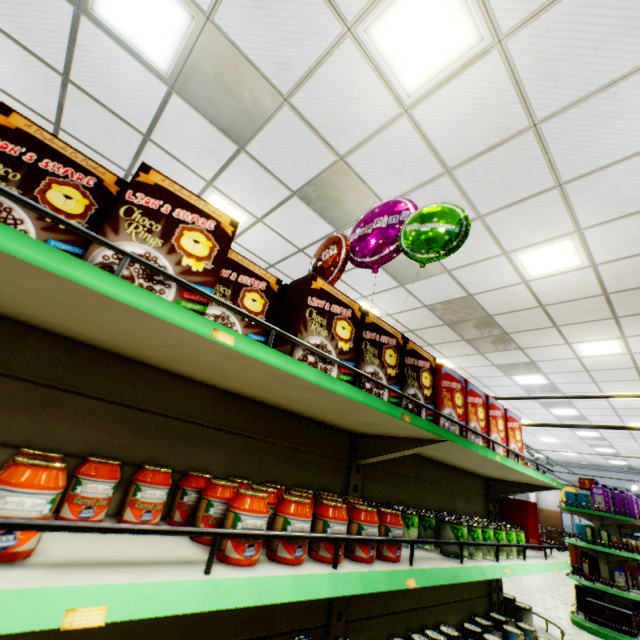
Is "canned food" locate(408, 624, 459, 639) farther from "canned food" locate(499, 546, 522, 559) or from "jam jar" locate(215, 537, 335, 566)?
"jam jar" locate(215, 537, 335, 566)

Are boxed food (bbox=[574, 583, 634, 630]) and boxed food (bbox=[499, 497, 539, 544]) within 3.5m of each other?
no

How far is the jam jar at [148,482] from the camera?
1.04m

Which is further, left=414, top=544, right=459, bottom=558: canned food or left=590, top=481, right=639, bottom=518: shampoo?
left=590, top=481, right=639, bottom=518: shampoo

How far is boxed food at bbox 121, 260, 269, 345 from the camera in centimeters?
85cm

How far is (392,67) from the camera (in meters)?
2.91

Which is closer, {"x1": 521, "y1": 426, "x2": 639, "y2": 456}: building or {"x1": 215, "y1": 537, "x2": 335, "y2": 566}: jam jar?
{"x1": 215, "y1": 537, "x2": 335, "y2": 566}: jam jar

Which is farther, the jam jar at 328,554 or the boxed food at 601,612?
the boxed food at 601,612
